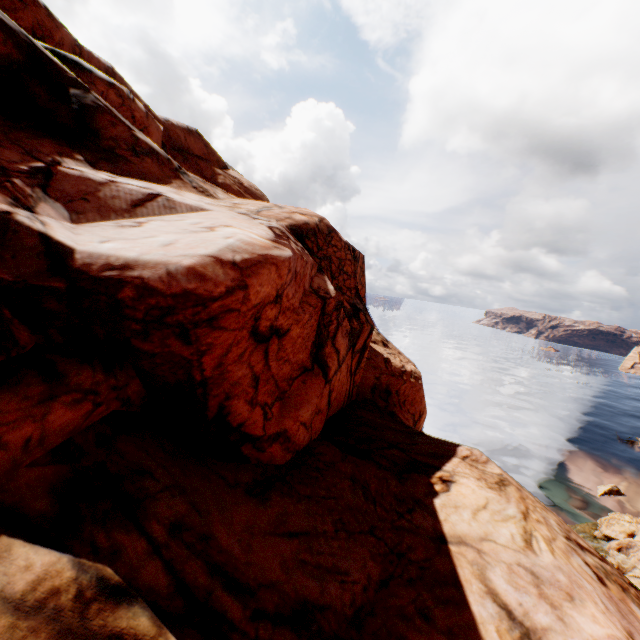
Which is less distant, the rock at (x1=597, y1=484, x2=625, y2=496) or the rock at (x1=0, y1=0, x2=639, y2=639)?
the rock at (x1=0, y1=0, x2=639, y2=639)

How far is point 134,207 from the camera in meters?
9.2

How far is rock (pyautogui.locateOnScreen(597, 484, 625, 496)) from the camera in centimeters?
3800cm

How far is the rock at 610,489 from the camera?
38.00m

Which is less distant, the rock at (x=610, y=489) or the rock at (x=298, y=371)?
the rock at (x=298, y=371)

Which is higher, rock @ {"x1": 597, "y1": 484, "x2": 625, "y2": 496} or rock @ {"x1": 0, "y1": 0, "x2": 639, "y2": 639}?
rock @ {"x1": 0, "y1": 0, "x2": 639, "y2": 639}
